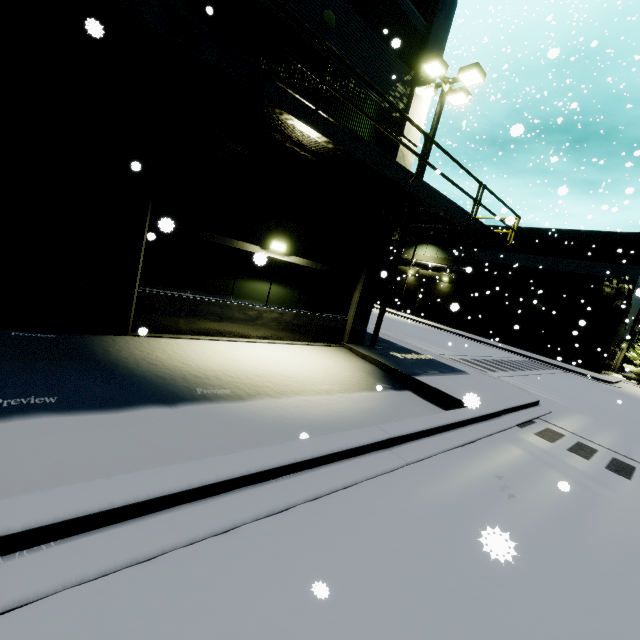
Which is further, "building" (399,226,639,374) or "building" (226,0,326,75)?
"building" (399,226,639,374)

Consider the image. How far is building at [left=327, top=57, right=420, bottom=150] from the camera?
8.95m

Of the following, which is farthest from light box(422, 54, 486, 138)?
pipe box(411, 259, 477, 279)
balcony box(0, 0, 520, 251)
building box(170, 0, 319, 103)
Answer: pipe box(411, 259, 477, 279)

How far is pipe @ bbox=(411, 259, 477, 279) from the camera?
32.4m

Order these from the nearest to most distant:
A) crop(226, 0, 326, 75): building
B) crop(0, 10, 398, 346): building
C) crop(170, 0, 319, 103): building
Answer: crop(0, 10, 398, 346): building, crop(170, 0, 319, 103): building, crop(226, 0, 326, 75): building

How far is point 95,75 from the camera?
5.86m

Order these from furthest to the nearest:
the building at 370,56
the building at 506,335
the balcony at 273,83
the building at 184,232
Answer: the building at 506,335, the building at 370,56, the building at 184,232, the balcony at 273,83

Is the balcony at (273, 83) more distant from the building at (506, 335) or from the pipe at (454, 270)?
the pipe at (454, 270)
